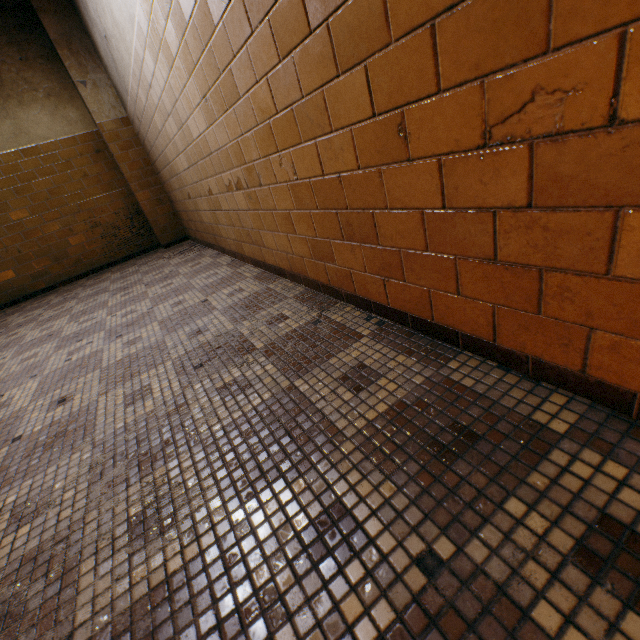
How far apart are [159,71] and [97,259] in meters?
4.1 m
